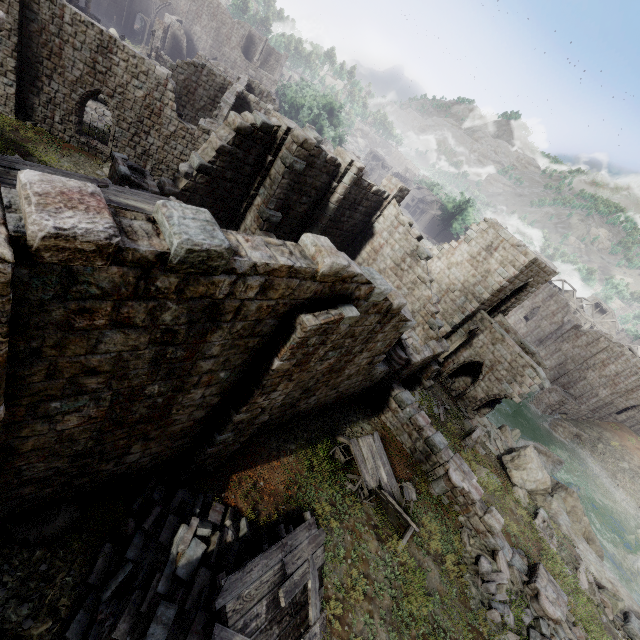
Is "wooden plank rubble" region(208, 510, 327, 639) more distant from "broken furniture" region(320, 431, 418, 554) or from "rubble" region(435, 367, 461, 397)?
"rubble" region(435, 367, 461, 397)

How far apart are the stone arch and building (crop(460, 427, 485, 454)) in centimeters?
2571cm

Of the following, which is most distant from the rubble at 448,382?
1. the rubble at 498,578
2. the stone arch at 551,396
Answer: the stone arch at 551,396

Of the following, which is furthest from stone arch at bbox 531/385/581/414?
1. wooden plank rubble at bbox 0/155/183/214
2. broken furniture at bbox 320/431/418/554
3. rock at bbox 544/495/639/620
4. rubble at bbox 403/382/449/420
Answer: wooden plank rubble at bbox 0/155/183/214

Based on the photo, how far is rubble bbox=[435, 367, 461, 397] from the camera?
23.6m

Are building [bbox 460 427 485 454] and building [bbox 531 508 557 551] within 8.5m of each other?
yes

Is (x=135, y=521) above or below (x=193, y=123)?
below

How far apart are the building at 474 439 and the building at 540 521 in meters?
3.2
